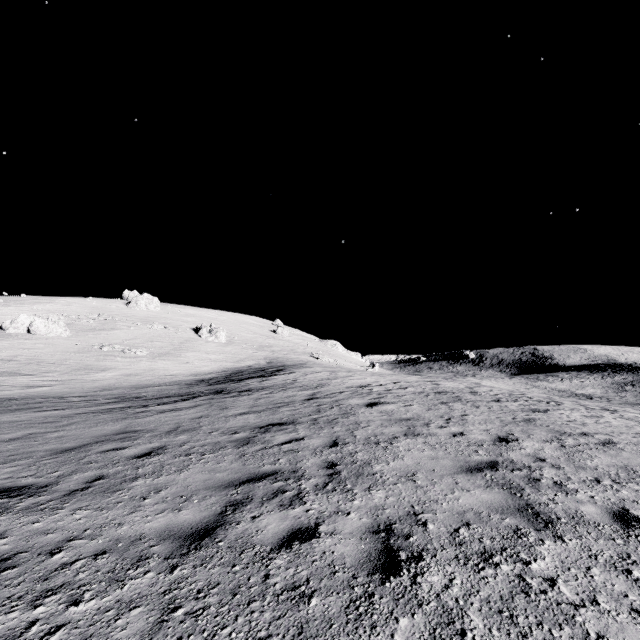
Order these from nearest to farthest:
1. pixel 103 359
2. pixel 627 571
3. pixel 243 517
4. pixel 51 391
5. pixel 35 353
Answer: pixel 627 571 < pixel 243 517 < pixel 51 391 < pixel 35 353 < pixel 103 359
